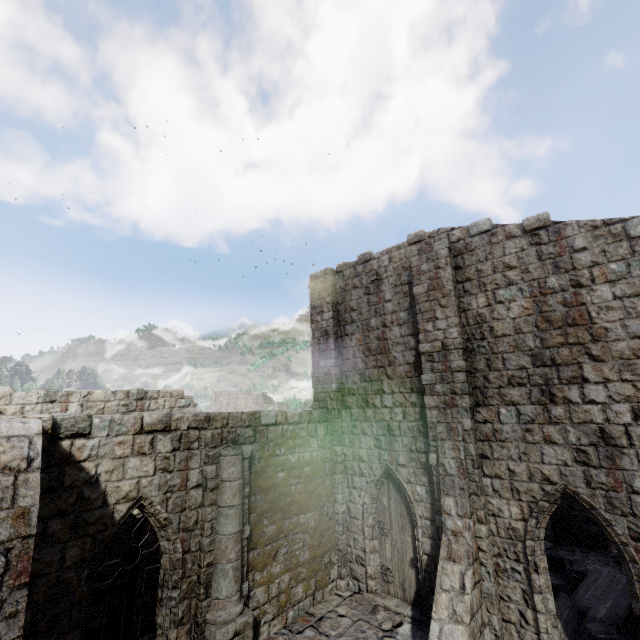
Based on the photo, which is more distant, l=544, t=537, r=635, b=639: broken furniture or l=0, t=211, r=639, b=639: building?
l=544, t=537, r=635, b=639: broken furniture

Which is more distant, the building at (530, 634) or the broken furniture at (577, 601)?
the broken furniture at (577, 601)

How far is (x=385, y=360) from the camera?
11.66m
